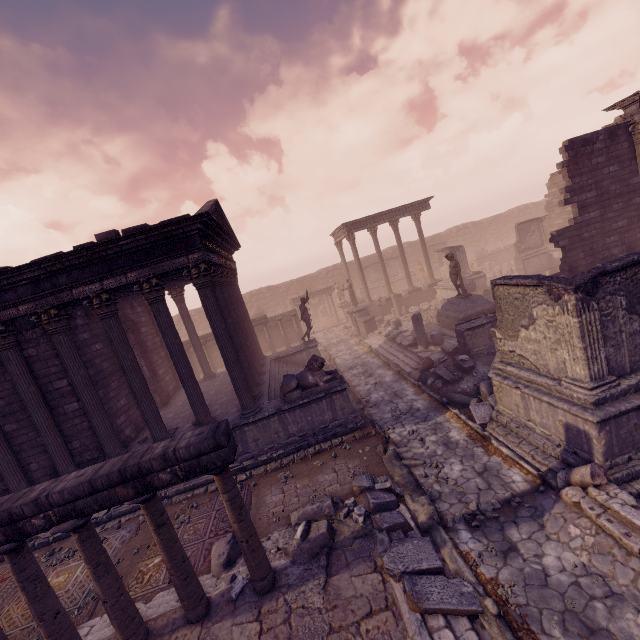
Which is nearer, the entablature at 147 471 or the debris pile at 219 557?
the entablature at 147 471

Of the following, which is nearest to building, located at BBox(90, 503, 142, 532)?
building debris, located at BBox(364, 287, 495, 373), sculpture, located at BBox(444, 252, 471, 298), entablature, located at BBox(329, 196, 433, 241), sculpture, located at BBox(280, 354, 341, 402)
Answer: sculpture, located at BBox(280, 354, 341, 402)

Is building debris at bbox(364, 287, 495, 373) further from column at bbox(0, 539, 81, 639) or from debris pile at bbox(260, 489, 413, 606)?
column at bbox(0, 539, 81, 639)

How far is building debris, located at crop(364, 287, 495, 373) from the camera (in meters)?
14.40

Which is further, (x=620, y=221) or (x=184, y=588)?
(x=620, y=221)

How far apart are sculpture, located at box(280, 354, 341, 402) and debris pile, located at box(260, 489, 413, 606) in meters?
3.1 m

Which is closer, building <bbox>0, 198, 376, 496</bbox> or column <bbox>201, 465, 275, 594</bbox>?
column <bbox>201, 465, 275, 594</bbox>

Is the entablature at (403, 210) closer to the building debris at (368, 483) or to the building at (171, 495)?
the building at (171, 495)
